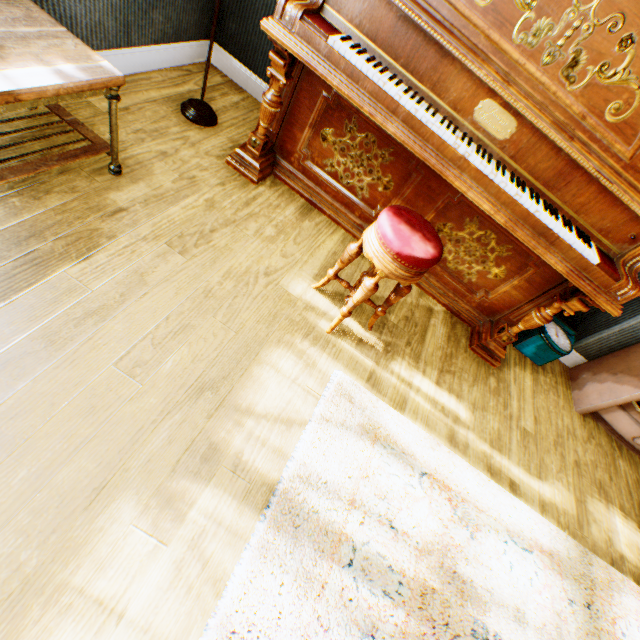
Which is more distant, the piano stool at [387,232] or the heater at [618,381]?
the heater at [618,381]

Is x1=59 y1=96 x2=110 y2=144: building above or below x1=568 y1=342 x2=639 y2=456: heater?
below

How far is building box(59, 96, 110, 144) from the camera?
1.95m

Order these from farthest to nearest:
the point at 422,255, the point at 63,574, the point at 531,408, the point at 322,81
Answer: the point at 531,408 → the point at 322,81 → the point at 422,255 → the point at 63,574

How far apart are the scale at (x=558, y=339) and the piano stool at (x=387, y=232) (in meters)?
1.56

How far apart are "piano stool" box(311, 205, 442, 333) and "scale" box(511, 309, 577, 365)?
1.6 meters

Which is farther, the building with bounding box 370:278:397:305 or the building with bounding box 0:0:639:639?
the building with bounding box 370:278:397:305

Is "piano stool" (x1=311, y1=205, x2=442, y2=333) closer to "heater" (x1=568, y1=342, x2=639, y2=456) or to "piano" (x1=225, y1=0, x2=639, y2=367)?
"piano" (x1=225, y1=0, x2=639, y2=367)
